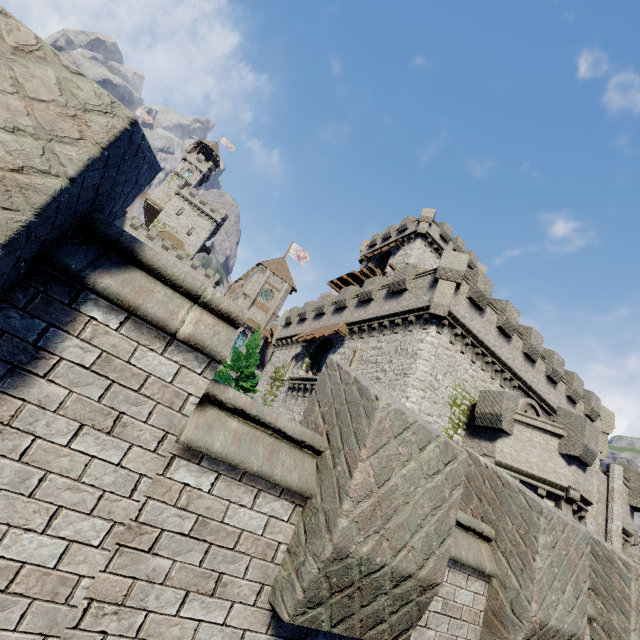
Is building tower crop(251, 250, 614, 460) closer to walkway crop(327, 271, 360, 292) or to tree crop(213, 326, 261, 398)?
tree crop(213, 326, 261, 398)

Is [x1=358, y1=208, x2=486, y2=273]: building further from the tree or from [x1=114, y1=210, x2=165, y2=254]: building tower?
[x1=114, y1=210, x2=165, y2=254]: building tower

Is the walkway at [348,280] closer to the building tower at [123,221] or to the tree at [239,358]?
the tree at [239,358]

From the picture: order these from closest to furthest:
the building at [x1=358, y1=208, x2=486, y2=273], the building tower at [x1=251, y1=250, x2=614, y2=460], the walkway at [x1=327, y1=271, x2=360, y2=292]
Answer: the building tower at [x1=251, y1=250, x2=614, y2=460] < the building at [x1=358, y1=208, x2=486, y2=273] < the walkway at [x1=327, y1=271, x2=360, y2=292]

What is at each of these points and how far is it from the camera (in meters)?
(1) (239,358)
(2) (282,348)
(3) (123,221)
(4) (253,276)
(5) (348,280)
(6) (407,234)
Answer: (1) tree, 25.62
(2) building tower, 30.86
(3) building tower, 57.19
(4) building, 47.88
(5) walkway, 38.34
(6) building, 35.31

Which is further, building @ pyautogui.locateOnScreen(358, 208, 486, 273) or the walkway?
the walkway

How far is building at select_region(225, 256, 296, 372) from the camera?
45.94m

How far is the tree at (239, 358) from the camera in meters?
24.0 m
